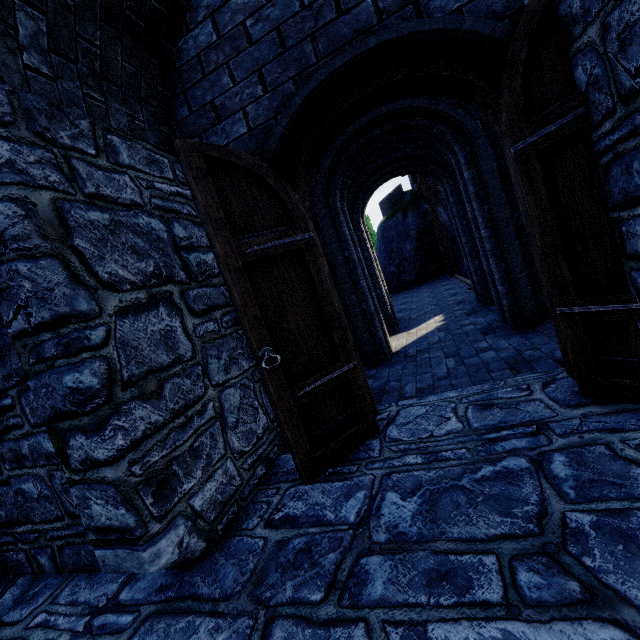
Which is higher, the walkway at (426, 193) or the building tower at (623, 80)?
the walkway at (426, 193)

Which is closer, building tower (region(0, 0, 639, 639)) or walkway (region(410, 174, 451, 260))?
building tower (region(0, 0, 639, 639))

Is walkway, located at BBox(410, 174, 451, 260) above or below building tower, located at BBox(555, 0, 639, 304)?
above

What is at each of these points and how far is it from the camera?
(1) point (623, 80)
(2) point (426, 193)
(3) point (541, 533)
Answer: (1) building tower, 1.45m
(2) walkway, 13.30m
(3) building tower, 1.45m

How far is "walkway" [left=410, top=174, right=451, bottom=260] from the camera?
13.2 meters

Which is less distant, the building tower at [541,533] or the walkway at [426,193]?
the building tower at [541,533]
